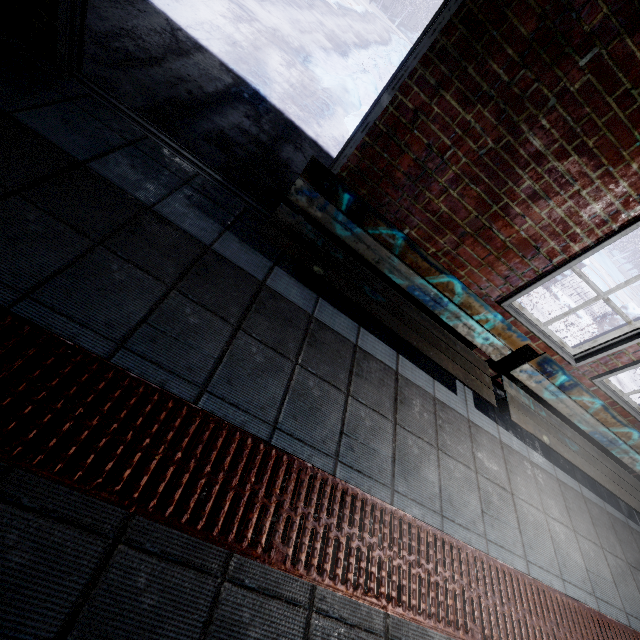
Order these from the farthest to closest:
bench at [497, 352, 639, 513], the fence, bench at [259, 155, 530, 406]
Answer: the fence < bench at [497, 352, 639, 513] < bench at [259, 155, 530, 406]

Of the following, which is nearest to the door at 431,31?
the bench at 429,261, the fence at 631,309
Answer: the bench at 429,261

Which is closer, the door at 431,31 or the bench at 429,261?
the door at 431,31

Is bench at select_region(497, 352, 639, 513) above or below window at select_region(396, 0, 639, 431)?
below

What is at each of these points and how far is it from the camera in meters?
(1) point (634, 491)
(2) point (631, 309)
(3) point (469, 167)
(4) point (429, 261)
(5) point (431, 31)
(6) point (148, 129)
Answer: (1) bench, 2.8
(2) fence, 7.4
(3) window, 1.8
(4) bench, 2.1
(5) door, 1.4
(6) door, 2.0

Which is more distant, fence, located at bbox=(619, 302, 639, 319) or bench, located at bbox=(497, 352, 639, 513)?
fence, located at bbox=(619, 302, 639, 319)

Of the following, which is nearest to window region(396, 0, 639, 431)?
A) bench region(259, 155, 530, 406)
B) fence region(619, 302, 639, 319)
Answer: bench region(259, 155, 530, 406)

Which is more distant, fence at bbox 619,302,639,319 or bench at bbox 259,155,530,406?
fence at bbox 619,302,639,319
